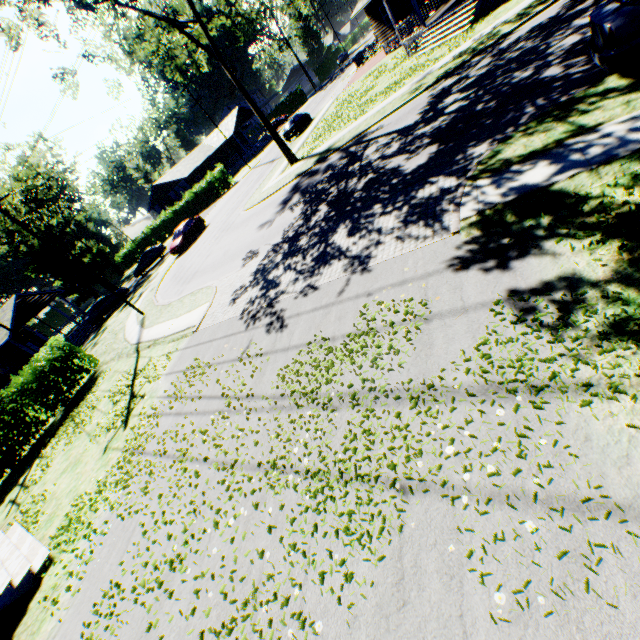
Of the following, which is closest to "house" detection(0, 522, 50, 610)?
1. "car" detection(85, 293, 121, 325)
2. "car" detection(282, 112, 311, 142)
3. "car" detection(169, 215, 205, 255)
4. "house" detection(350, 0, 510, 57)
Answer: "car" detection(169, 215, 205, 255)

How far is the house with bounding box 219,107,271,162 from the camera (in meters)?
51.69

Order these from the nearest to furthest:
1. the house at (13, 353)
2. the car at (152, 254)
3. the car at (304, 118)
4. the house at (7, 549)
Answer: the house at (7, 549) < the house at (13, 353) < the car at (304, 118) < the car at (152, 254)

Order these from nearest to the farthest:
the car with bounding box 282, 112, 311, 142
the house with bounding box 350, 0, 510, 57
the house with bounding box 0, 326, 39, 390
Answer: the house with bounding box 350, 0, 510, 57
the house with bounding box 0, 326, 39, 390
the car with bounding box 282, 112, 311, 142

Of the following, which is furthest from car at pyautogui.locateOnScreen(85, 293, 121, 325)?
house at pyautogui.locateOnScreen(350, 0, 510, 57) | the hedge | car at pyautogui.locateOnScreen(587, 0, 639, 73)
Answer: car at pyautogui.locateOnScreen(587, 0, 639, 73)

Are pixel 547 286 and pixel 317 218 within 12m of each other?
yes

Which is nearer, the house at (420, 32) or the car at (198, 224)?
the house at (420, 32)

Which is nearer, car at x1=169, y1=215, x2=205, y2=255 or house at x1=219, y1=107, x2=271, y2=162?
car at x1=169, y1=215, x2=205, y2=255
